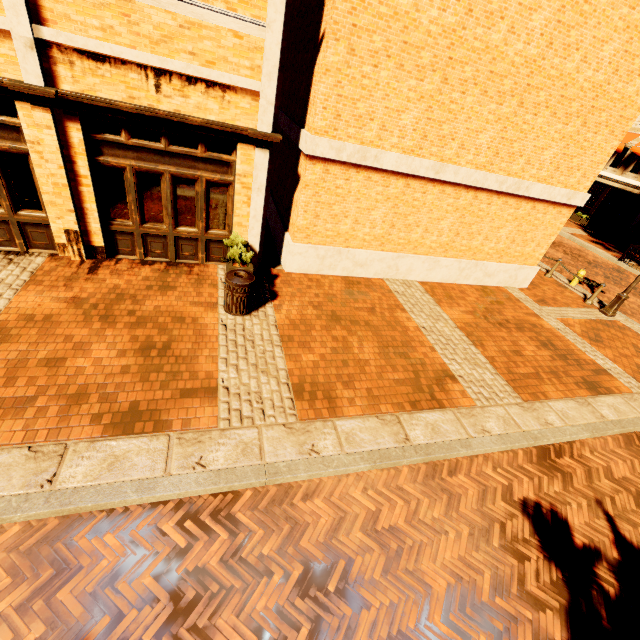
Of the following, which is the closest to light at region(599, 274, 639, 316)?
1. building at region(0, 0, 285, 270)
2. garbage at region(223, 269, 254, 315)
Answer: building at region(0, 0, 285, 270)

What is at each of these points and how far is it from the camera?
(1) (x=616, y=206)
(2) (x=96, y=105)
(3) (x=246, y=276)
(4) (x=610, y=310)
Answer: (1) building, 24.2m
(2) building, 6.0m
(3) garbage, 6.8m
(4) light, 11.6m

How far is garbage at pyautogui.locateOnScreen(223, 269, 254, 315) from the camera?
6.62m

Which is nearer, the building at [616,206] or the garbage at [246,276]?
the garbage at [246,276]

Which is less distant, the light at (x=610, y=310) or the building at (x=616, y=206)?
the light at (x=610, y=310)

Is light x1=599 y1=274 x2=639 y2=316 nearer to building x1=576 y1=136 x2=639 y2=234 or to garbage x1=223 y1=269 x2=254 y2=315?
building x1=576 y1=136 x2=639 y2=234

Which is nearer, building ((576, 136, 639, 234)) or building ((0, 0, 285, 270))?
building ((0, 0, 285, 270))
